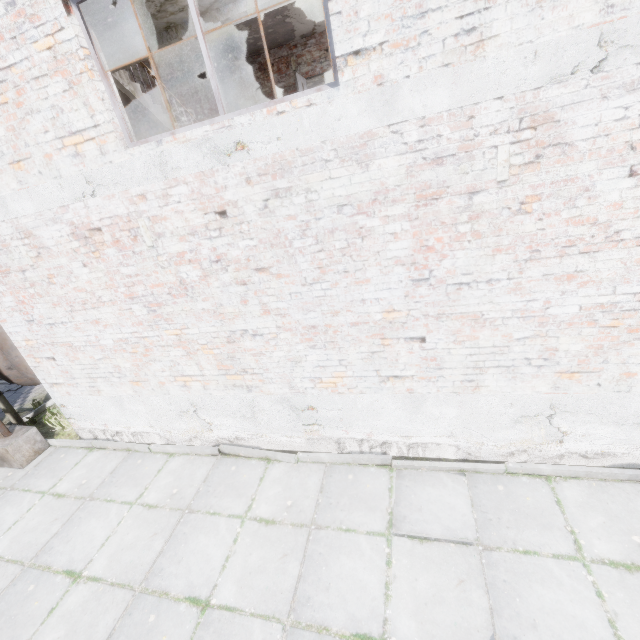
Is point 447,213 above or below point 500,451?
above

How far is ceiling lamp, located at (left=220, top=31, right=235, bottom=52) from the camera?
8.5m

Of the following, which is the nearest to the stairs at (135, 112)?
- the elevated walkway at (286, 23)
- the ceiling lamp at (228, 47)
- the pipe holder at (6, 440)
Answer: Answer: the elevated walkway at (286, 23)

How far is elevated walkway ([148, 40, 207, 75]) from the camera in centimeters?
898cm

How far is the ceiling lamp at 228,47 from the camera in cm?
848

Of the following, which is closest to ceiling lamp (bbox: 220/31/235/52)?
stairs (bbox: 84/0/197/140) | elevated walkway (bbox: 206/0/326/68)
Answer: elevated walkway (bbox: 206/0/326/68)

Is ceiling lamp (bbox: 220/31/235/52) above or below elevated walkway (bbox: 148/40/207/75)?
below

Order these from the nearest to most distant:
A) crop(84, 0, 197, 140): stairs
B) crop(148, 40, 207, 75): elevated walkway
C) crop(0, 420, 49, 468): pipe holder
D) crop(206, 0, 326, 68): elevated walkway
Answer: crop(84, 0, 197, 140): stairs, crop(0, 420, 49, 468): pipe holder, crop(206, 0, 326, 68): elevated walkway, crop(148, 40, 207, 75): elevated walkway
